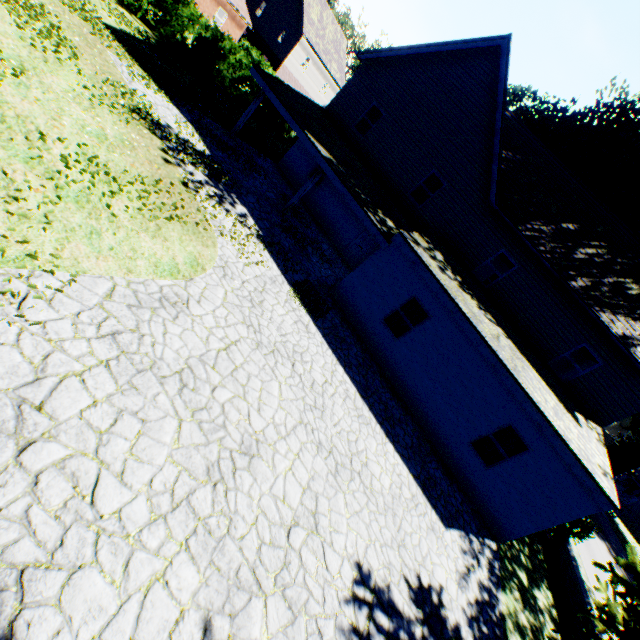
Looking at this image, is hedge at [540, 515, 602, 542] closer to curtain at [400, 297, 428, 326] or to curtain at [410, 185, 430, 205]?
curtain at [400, 297, 428, 326]

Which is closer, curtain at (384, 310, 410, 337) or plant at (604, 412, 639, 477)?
curtain at (384, 310, 410, 337)

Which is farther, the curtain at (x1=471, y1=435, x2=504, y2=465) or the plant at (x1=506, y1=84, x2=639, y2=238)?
the plant at (x1=506, y1=84, x2=639, y2=238)

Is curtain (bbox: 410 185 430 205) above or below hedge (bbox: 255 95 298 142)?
above

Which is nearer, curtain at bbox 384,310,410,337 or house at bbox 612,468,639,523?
curtain at bbox 384,310,410,337

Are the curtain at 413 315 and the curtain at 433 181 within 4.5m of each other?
no

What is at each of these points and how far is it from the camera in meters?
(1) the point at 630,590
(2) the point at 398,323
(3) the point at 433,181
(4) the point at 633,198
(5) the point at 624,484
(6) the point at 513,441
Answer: (1) plant, 6.4 m
(2) curtain, 11.8 m
(3) curtain, 15.7 m
(4) plant, 17.8 m
(5) house, 54.2 m
(6) curtain, 10.3 m

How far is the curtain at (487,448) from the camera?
10.5 meters
